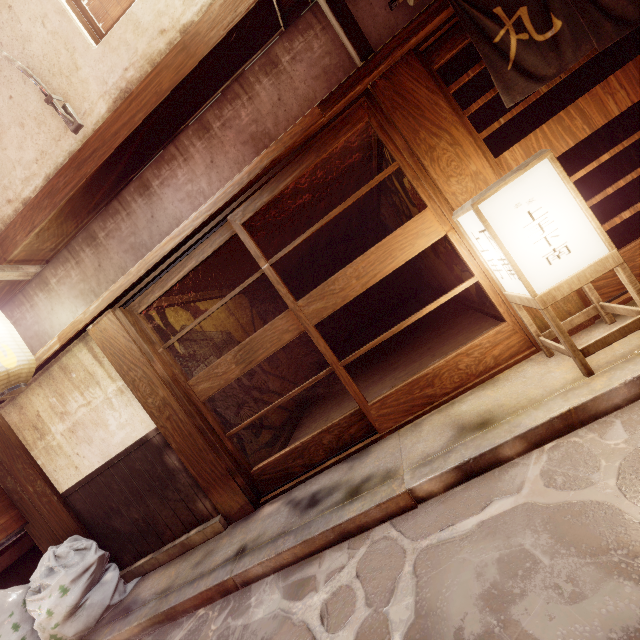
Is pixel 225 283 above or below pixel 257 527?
above

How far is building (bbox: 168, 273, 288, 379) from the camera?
8.3m

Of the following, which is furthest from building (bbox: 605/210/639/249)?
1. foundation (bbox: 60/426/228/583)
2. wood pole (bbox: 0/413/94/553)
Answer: wood pole (bbox: 0/413/94/553)

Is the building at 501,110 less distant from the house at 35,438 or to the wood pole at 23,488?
the house at 35,438

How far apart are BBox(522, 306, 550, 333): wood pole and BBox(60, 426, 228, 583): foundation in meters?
7.2

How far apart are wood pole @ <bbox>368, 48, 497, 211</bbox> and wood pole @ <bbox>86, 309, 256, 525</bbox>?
6.3 meters

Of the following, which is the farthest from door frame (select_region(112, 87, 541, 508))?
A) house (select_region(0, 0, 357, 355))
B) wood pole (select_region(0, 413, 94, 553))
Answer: wood pole (select_region(0, 413, 94, 553))

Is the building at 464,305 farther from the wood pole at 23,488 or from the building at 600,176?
the wood pole at 23,488
